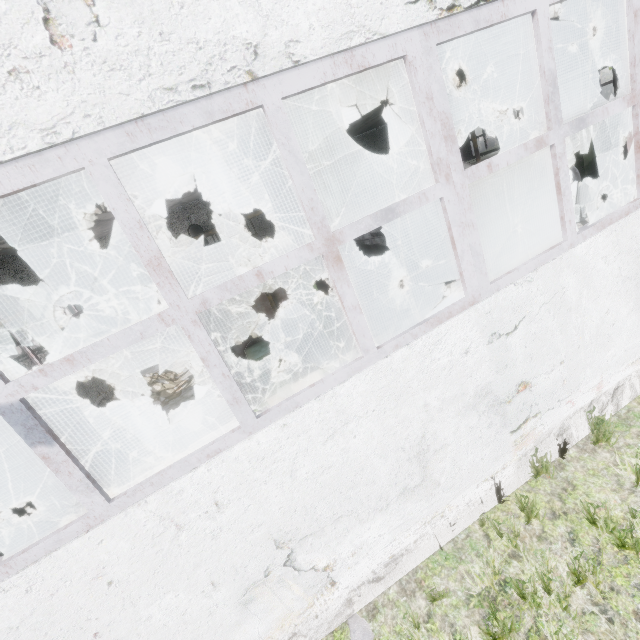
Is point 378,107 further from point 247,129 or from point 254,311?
point 254,311

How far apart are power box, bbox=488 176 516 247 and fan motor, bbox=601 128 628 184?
6.1 meters

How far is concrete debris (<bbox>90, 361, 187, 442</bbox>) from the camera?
11.1m

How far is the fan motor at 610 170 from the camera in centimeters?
1341cm

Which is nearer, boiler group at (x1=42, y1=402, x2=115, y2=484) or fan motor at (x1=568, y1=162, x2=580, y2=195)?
boiler group at (x1=42, y1=402, x2=115, y2=484)

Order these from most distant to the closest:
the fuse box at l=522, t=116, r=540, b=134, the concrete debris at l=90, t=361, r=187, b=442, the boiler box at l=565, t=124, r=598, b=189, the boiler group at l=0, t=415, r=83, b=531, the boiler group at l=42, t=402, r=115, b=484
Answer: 1. the fuse box at l=522, t=116, r=540, b=134
2. the boiler box at l=565, t=124, r=598, b=189
3. the concrete debris at l=90, t=361, r=187, b=442
4. the boiler group at l=42, t=402, r=115, b=484
5. the boiler group at l=0, t=415, r=83, b=531

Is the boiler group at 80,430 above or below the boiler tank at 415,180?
below

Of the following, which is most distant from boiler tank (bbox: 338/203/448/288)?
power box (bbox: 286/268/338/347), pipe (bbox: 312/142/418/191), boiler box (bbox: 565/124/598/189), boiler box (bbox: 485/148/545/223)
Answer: pipe (bbox: 312/142/418/191)
